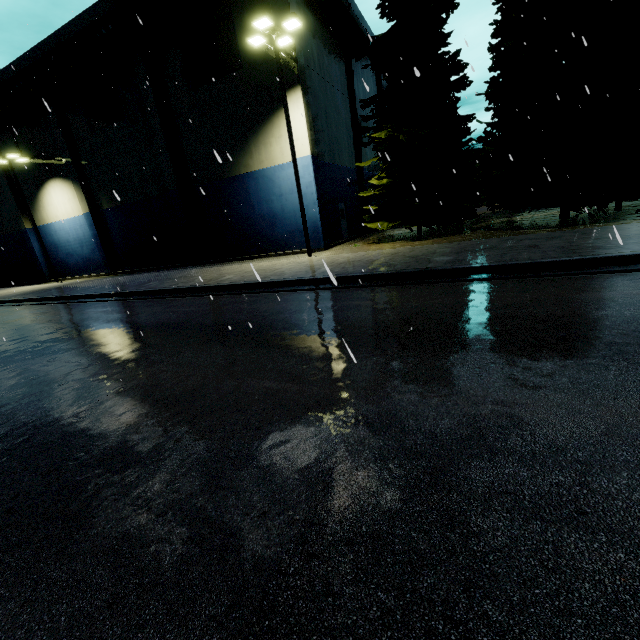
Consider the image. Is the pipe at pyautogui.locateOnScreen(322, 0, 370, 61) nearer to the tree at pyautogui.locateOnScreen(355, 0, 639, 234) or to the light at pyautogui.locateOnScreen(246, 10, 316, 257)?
the tree at pyautogui.locateOnScreen(355, 0, 639, 234)

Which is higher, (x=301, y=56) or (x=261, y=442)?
Answer: (x=301, y=56)

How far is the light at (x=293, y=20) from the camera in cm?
1313

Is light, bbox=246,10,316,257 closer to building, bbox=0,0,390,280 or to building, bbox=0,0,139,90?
building, bbox=0,0,390,280

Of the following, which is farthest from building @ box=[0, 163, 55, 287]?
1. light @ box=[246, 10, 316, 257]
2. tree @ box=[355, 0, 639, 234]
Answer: tree @ box=[355, 0, 639, 234]

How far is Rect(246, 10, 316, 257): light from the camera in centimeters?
1313cm

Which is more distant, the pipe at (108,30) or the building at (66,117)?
the building at (66,117)

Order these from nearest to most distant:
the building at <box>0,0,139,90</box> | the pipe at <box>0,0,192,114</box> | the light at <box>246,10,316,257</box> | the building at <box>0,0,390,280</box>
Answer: the light at <box>246,10,316,257</box>
the pipe at <box>0,0,192,114</box>
the building at <box>0,0,390,280</box>
the building at <box>0,0,139,90</box>
